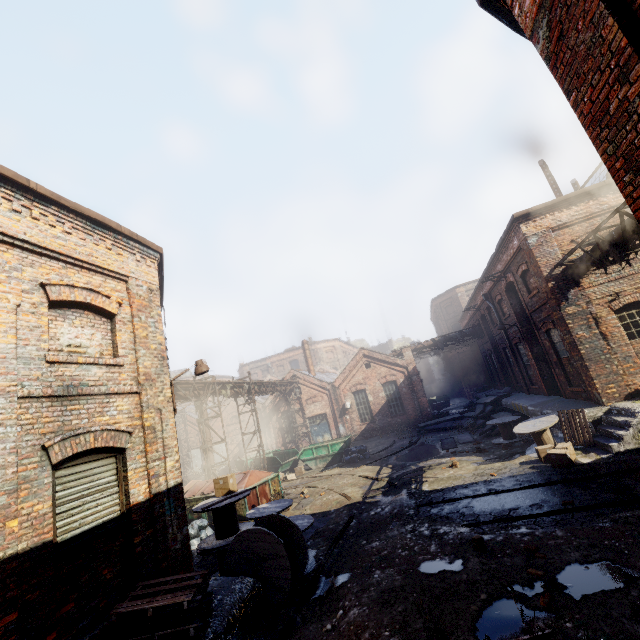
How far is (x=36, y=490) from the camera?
4.6 meters

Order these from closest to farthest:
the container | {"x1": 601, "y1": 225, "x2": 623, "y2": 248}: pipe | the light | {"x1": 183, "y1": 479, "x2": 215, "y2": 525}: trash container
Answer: the light
{"x1": 601, "y1": 225, "x2": 623, "y2": 248}: pipe
{"x1": 183, "y1": 479, "x2": 215, "y2": 525}: trash container
the container

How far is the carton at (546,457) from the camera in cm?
965

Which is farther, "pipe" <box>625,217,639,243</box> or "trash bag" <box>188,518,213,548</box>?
"trash bag" <box>188,518,213,548</box>

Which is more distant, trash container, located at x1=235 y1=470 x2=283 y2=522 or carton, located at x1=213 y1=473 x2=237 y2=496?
trash container, located at x1=235 y1=470 x2=283 y2=522

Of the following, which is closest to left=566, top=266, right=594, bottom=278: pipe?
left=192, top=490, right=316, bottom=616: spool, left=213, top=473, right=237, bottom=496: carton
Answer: left=192, top=490, right=316, bottom=616: spool

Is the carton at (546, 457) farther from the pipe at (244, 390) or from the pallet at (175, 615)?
the pipe at (244, 390)

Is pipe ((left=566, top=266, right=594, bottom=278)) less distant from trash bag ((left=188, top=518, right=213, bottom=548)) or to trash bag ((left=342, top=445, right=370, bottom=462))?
trash bag ((left=342, top=445, right=370, bottom=462))
